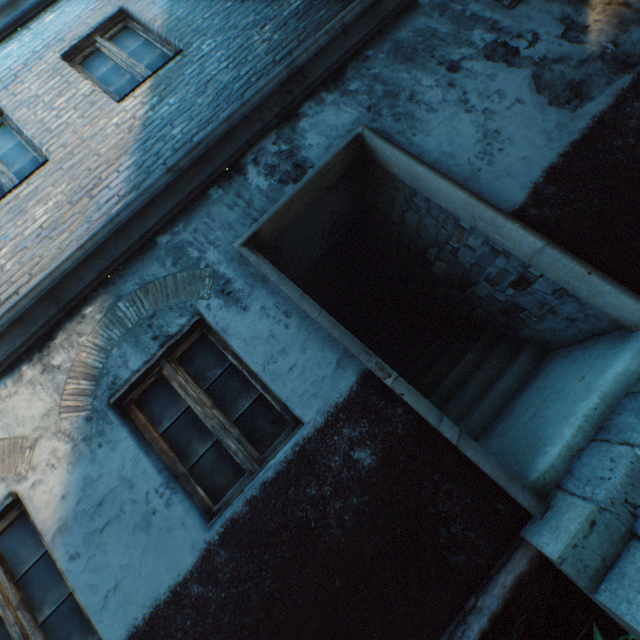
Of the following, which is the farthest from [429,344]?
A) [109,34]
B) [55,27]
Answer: [55,27]

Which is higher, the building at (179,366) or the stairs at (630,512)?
the building at (179,366)

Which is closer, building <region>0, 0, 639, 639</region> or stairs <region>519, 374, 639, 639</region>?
stairs <region>519, 374, 639, 639</region>

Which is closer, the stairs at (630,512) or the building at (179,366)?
the stairs at (630,512)

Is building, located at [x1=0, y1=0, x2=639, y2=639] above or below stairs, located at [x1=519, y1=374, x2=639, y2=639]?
above
